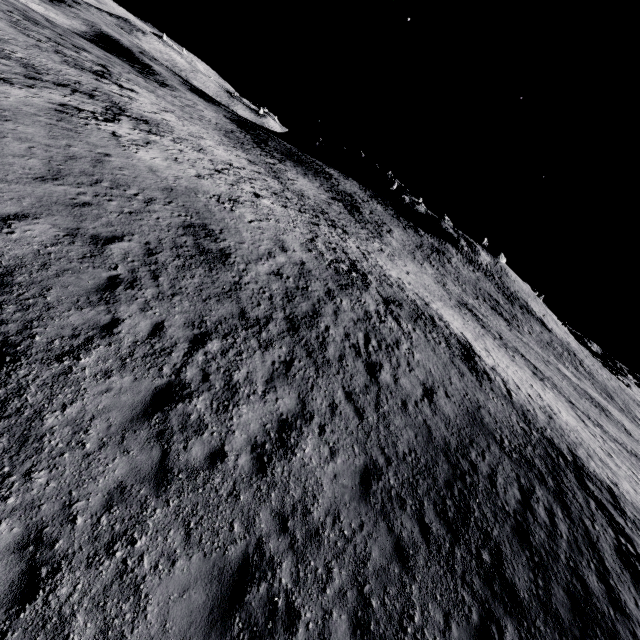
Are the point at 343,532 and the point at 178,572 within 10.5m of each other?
yes
